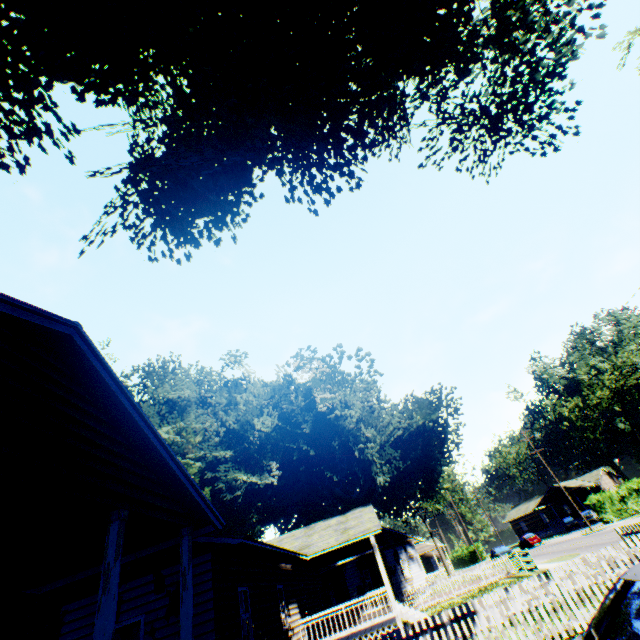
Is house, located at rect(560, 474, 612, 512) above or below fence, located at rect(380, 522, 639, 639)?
above

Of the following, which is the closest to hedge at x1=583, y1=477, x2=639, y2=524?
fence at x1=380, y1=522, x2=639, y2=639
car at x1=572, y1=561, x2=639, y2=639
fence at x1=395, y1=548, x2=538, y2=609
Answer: fence at x1=395, y1=548, x2=538, y2=609

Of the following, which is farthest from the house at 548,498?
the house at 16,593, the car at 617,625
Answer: the car at 617,625

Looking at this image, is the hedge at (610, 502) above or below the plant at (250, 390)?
below

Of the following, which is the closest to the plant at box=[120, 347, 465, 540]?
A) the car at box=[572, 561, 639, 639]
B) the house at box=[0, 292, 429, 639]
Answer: the house at box=[0, 292, 429, 639]

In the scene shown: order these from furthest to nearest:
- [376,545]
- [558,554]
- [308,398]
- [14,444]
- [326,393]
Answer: [308,398] < [326,393] < [558,554] < [376,545] < [14,444]

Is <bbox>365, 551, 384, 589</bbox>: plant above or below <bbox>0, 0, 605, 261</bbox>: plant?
below

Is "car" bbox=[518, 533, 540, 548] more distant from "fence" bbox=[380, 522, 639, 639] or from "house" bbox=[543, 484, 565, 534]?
"fence" bbox=[380, 522, 639, 639]
